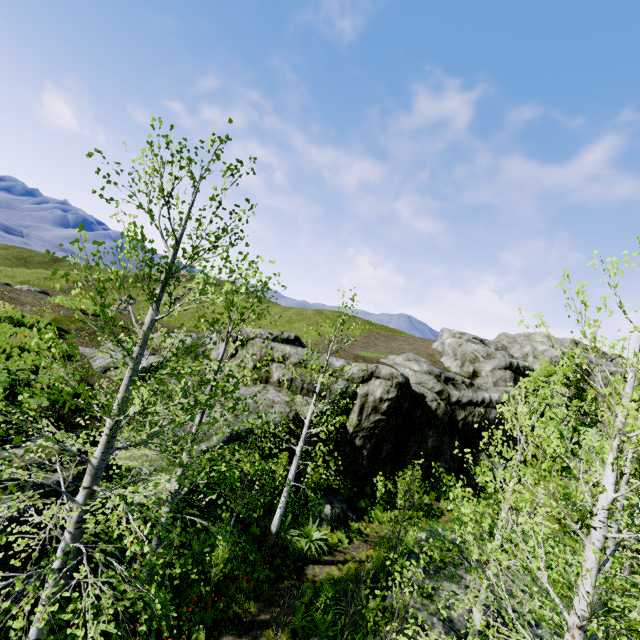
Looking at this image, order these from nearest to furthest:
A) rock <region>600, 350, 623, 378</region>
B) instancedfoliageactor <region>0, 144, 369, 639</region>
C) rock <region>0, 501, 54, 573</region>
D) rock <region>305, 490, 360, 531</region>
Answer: instancedfoliageactor <region>0, 144, 369, 639</region>
rock <region>0, 501, 54, 573</region>
rock <region>305, 490, 360, 531</region>
rock <region>600, 350, 623, 378</region>

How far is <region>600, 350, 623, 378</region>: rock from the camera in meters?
45.2 m

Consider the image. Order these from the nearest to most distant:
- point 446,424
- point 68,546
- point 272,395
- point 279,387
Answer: point 68,546, point 272,395, point 279,387, point 446,424

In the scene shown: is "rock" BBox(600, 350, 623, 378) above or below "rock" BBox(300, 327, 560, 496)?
above

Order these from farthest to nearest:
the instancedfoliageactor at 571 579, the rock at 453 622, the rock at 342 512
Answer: the rock at 342 512 → the rock at 453 622 → the instancedfoliageactor at 571 579

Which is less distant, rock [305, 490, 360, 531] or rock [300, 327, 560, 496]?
rock [305, 490, 360, 531]

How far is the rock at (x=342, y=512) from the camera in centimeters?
1527cm
